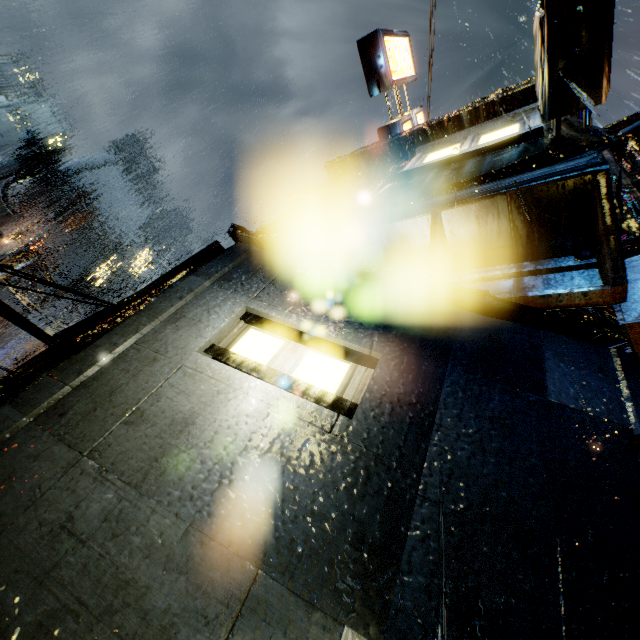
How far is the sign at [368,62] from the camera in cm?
862

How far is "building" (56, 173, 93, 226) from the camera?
56.4m

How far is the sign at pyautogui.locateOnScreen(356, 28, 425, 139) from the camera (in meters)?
8.62

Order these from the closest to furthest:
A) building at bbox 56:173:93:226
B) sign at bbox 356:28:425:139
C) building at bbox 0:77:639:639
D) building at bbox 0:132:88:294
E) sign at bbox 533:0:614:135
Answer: building at bbox 0:77:639:639 → sign at bbox 533:0:614:135 → sign at bbox 356:28:425:139 → building at bbox 0:132:88:294 → building at bbox 56:173:93:226

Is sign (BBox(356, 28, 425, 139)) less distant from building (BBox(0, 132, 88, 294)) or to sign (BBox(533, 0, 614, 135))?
building (BBox(0, 132, 88, 294))

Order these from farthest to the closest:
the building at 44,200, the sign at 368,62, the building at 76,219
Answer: the building at 76,219
the building at 44,200
the sign at 368,62

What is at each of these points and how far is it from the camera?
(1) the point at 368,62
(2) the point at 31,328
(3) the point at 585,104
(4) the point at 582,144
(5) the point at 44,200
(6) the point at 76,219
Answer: (1) sign, 8.8 meters
(2) power line, 4.5 meters
(3) sign, 4.1 meters
(4) building, 3.5 meters
(5) building, 59.3 meters
(6) building, 59.7 meters

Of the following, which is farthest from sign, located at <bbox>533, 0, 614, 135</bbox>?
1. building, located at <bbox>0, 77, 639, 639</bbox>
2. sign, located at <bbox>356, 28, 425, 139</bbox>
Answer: sign, located at <bbox>356, 28, 425, 139</bbox>
